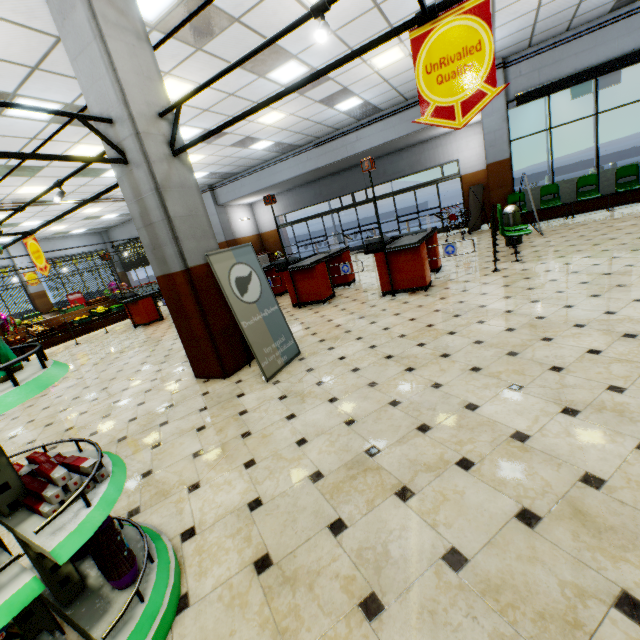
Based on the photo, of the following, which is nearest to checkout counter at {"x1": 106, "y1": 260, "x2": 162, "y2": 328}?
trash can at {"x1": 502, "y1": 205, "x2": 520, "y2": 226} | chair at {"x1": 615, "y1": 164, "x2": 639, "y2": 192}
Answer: trash can at {"x1": 502, "y1": 205, "x2": 520, "y2": 226}

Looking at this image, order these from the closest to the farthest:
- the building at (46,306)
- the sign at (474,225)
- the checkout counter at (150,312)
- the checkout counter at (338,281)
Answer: the checkout counter at (338,281)
the checkout counter at (150,312)
the sign at (474,225)
the building at (46,306)

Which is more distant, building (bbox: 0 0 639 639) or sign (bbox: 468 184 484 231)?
sign (bbox: 468 184 484 231)

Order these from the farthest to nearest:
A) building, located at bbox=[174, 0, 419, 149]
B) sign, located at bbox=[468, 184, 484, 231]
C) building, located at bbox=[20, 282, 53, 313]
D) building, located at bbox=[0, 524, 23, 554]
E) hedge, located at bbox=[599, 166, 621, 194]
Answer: building, located at bbox=[20, 282, 53, 313] → sign, located at bbox=[468, 184, 484, 231] → hedge, located at bbox=[599, 166, 621, 194] → building, located at bbox=[174, 0, 419, 149] → building, located at bbox=[0, 524, 23, 554]

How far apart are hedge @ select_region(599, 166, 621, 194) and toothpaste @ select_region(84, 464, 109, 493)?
13.03m

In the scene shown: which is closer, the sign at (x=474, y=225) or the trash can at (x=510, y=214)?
the trash can at (x=510, y=214)

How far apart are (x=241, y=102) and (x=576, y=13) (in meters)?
8.59

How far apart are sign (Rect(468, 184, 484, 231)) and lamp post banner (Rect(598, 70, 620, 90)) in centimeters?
1417cm
